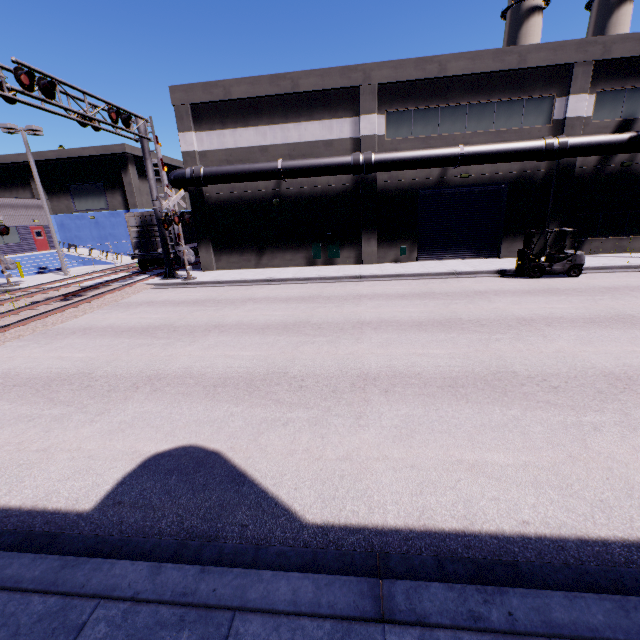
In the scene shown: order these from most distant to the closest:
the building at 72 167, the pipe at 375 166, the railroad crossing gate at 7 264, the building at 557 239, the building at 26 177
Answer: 1. the building at 72 167
2. the building at 26 177
3. the railroad crossing gate at 7 264
4. the building at 557 239
5. the pipe at 375 166

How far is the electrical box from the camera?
20.5 meters

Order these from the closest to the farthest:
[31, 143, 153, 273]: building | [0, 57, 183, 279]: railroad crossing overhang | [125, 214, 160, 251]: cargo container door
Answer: [0, 57, 183, 279]: railroad crossing overhang → [125, 214, 160, 251]: cargo container door → [31, 143, 153, 273]: building

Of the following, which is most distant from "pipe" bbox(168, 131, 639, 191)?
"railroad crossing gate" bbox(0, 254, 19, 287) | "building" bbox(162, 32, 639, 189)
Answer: "railroad crossing gate" bbox(0, 254, 19, 287)

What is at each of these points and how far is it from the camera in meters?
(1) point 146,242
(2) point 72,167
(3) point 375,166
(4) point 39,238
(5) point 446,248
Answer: (1) cargo container door, 21.8 m
(2) building, 31.8 m
(3) pipe, 17.9 m
(4) door, 32.4 m
(5) roll-up door, 20.5 m

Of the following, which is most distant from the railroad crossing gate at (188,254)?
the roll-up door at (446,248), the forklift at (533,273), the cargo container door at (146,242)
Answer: the forklift at (533,273)

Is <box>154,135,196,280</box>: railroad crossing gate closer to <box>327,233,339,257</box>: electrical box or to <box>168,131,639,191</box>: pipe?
<box>168,131,639,191</box>: pipe

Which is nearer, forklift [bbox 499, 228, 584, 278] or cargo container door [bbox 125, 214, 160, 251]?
Answer: forklift [bbox 499, 228, 584, 278]
